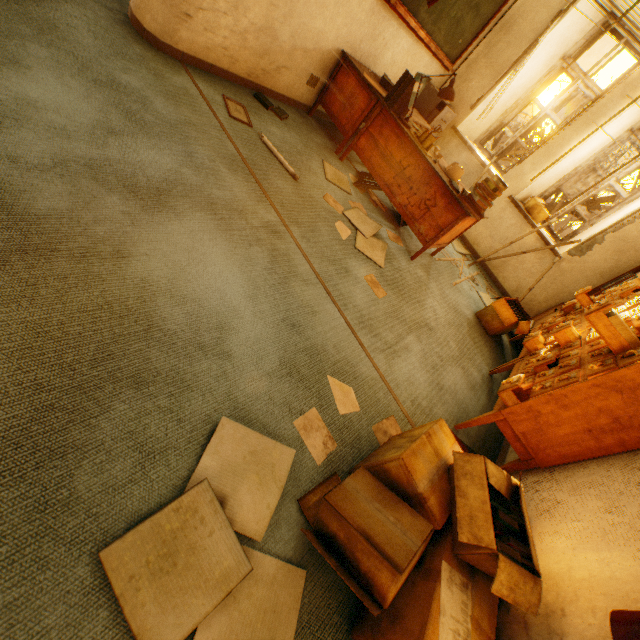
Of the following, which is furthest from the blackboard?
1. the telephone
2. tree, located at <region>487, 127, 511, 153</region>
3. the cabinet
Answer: tree, located at <region>487, 127, 511, 153</region>

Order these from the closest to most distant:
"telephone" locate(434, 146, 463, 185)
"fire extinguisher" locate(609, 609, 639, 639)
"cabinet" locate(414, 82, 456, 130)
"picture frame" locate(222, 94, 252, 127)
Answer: "fire extinguisher" locate(609, 609, 639, 639) → "picture frame" locate(222, 94, 252, 127) → "telephone" locate(434, 146, 463, 185) → "cabinet" locate(414, 82, 456, 130)

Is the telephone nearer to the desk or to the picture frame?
the desk

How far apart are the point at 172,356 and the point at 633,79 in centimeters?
546cm

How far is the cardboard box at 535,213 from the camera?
4.4m

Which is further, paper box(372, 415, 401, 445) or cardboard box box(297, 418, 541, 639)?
paper box(372, 415, 401, 445)

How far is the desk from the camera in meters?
3.1

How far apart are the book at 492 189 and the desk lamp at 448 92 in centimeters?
70cm
